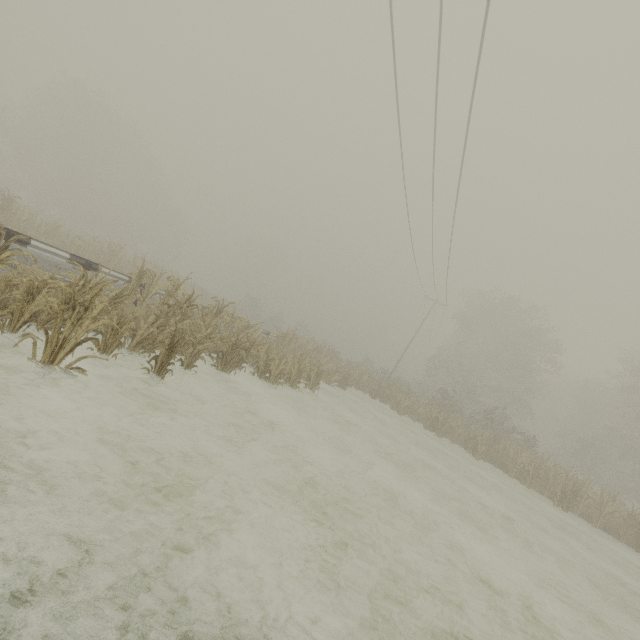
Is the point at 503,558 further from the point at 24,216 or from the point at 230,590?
the point at 24,216

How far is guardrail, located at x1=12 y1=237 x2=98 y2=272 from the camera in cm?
839

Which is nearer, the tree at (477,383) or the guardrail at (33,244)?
the tree at (477,383)

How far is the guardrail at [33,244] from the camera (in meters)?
8.39

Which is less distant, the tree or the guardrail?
the tree
